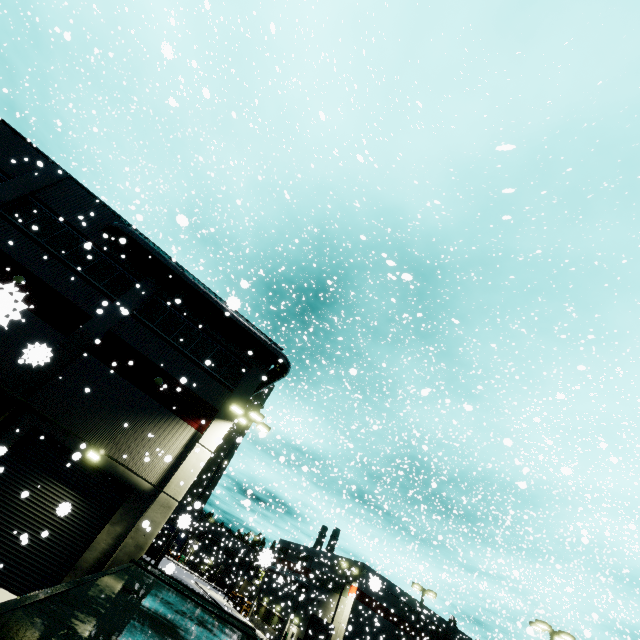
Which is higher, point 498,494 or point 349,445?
point 498,494

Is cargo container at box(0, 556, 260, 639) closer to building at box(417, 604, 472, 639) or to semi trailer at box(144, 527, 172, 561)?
semi trailer at box(144, 527, 172, 561)

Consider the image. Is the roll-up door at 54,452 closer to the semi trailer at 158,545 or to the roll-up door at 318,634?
the semi trailer at 158,545

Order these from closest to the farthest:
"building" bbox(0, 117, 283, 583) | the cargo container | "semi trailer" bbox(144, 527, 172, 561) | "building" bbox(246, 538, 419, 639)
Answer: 1. the cargo container
2. "building" bbox(0, 117, 283, 583)
3. "building" bbox(246, 538, 419, 639)
4. "semi trailer" bbox(144, 527, 172, 561)

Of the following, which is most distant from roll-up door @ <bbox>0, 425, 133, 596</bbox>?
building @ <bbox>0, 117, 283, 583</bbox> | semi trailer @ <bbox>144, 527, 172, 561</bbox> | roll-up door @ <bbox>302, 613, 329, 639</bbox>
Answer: roll-up door @ <bbox>302, 613, 329, 639</bbox>

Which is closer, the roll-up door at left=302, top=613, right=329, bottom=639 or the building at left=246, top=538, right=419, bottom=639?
the building at left=246, top=538, right=419, bottom=639

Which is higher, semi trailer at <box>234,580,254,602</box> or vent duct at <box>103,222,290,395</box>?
vent duct at <box>103,222,290,395</box>

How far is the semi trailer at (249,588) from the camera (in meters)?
30.44
